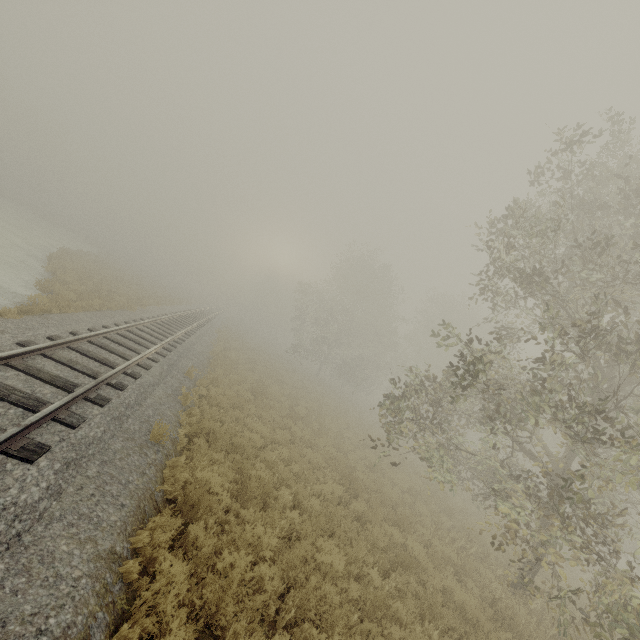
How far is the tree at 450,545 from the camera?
9.7m

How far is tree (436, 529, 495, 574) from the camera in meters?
9.7 m

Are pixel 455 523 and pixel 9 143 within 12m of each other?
no
